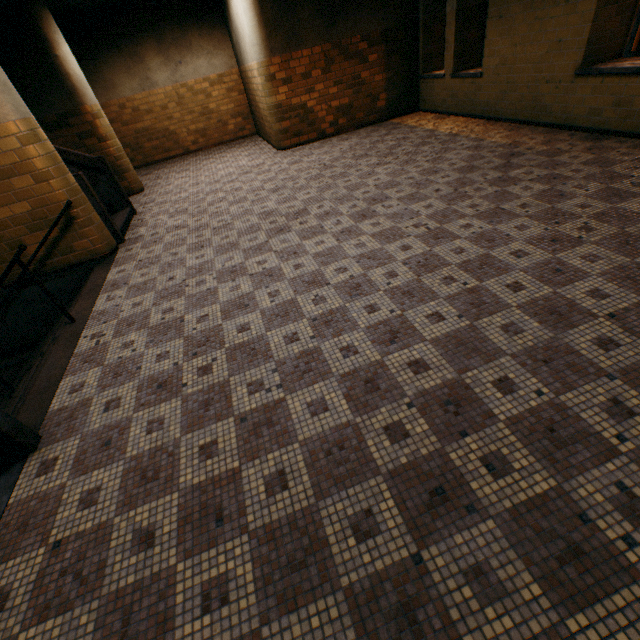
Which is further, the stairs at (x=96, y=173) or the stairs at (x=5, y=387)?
the stairs at (x=96, y=173)

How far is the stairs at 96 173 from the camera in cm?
526

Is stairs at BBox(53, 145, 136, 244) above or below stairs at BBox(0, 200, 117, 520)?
above

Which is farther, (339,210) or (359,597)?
(339,210)

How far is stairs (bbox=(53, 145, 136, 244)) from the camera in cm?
526

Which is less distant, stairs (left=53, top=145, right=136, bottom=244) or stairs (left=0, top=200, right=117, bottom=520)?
stairs (left=0, top=200, right=117, bottom=520)
